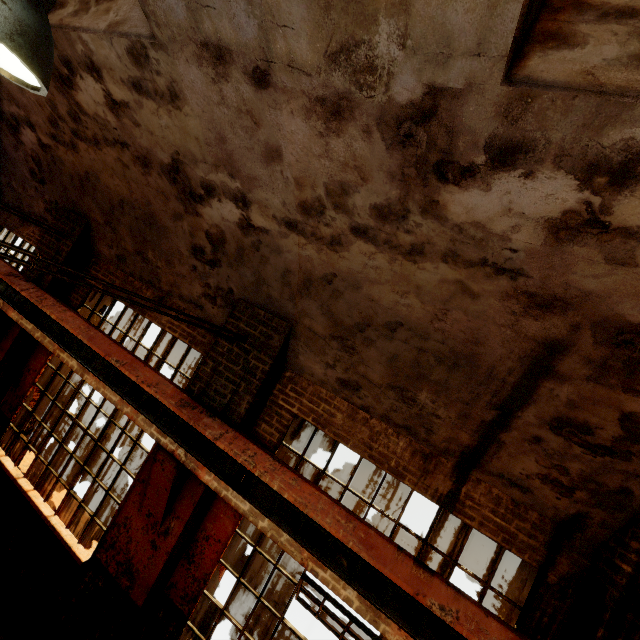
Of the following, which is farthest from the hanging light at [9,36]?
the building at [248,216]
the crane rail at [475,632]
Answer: the crane rail at [475,632]

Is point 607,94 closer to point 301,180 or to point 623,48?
point 623,48

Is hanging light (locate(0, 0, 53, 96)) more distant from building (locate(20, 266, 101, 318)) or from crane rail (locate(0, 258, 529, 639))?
crane rail (locate(0, 258, 529, 639))

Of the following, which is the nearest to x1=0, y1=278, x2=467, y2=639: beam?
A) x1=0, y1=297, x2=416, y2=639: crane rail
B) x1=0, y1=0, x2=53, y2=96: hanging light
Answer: x1=0, y1=297, x2=416, y2=639: crane rail

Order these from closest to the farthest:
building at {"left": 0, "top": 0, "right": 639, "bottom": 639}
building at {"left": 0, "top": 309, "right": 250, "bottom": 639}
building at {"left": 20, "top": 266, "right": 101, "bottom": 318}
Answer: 1. building at {"left": 0, "top": 0, "right": 639, "bottom": 639}
2. building at {"left": 0, "top": 309, "right": 250, "bottom": 639}
3. building at {"left": 20, "top": 266, "right": 101, "bottom": 318}

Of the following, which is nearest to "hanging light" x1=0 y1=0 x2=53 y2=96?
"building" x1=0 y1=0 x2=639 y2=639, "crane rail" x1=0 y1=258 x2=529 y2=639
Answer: "building" x1=0 y1=0 x2=639 y2=639

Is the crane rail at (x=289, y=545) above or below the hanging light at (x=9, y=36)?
below

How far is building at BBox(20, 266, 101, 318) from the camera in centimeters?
621cm
